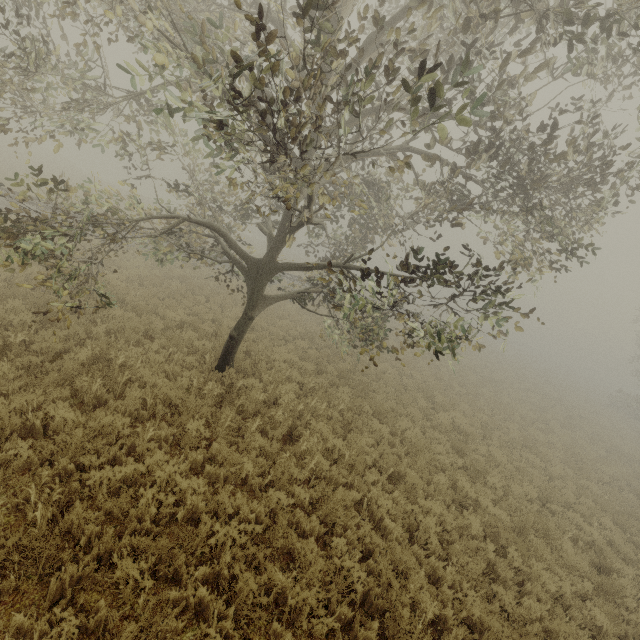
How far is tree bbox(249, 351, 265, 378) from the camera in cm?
1026

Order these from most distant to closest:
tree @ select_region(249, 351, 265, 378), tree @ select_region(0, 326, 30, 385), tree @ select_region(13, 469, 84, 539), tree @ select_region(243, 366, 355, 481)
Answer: tree @ select_region(249, 351, 265, 378)
tree @ select_region(243, 366, 355, 481)
tree @ select_region(0, 326, 30, 385)
tree @ select_region(13, 469, 84, 539)

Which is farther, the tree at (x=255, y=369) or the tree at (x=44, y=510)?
the tree at (x=255, y=369)

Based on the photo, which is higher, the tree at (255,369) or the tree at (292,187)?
the tree at (292,187)

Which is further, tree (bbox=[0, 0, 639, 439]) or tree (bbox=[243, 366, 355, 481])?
tree (bbox=[243, 366, 355, 481])

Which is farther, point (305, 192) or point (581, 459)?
point (581, 459)
